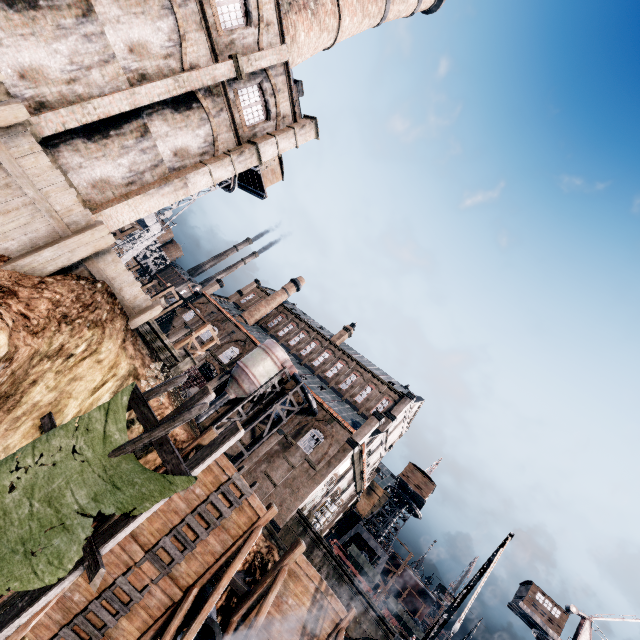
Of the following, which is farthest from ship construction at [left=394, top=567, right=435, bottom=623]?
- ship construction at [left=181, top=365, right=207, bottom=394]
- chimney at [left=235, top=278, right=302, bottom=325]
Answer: chimney at [left=235, top=278, right=302, bottom=325]

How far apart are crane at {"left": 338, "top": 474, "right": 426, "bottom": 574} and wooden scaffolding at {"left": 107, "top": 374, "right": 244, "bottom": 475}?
50.2 meters

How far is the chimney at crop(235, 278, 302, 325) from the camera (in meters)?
54.59

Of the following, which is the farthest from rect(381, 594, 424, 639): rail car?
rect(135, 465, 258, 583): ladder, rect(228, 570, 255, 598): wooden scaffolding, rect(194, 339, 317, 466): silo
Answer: rect(135, 465, 258, 583): ladder

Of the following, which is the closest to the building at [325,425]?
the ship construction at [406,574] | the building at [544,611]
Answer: the ship construction at [406,574]

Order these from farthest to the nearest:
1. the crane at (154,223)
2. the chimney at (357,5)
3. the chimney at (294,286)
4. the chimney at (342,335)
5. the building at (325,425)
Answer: the chimney at (294,286) < the chimney at (342,335) < the building at (325,425) < the crane at (154,223) < the chimney at (357,5)

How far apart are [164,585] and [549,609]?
51.8m

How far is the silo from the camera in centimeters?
3525cm
